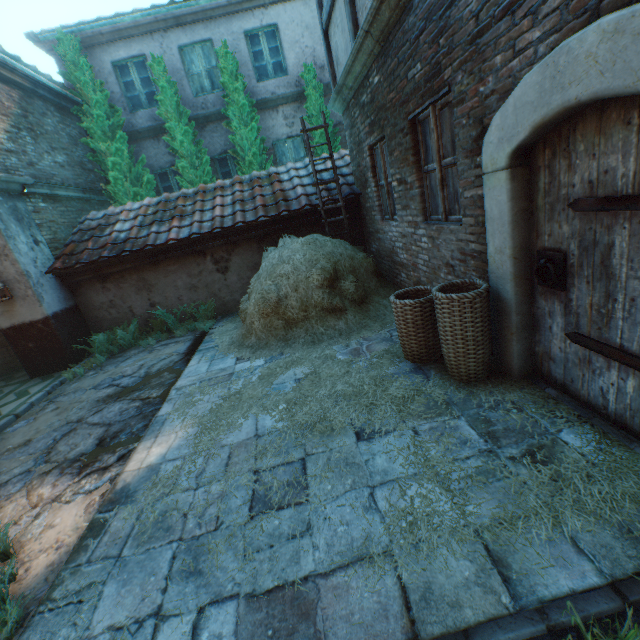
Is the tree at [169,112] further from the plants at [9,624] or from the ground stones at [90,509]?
the plants at [9,624]

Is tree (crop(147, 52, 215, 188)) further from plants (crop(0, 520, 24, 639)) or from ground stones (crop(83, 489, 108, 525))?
plants (crop(0, 520, 24, 639))

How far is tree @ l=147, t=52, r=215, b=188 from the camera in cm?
895

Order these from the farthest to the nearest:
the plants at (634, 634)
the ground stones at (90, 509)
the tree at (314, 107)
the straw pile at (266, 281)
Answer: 1. the tree at (314, 107)
2. the straw pile at (266, 281)
3. the ground stones at (90, 509)
4. the plants at (634, 634)

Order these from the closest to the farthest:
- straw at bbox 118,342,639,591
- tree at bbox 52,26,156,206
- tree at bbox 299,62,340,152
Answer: straw at bbox 118,342,639,591 → tree at bbox 52,26,156,206 → tree at bbox 299,62,340,152

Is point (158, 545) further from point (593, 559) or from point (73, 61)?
point (73, 61)

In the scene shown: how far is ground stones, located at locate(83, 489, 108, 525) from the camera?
2.78m

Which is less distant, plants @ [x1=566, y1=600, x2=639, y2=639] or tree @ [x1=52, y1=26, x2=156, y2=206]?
plants @ [x1=566, y1=600, x2=639, y2=639]
